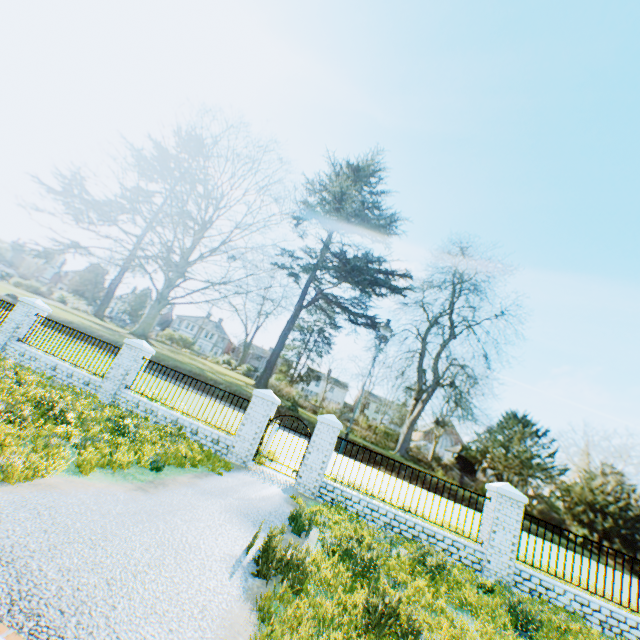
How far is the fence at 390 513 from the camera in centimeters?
890cm

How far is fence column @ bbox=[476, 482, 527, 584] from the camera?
8.7 meters

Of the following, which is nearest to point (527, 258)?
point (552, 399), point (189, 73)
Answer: point (552, 399)

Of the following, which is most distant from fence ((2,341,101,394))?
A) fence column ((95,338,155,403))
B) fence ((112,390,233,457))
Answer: fence ((112,390,233,457))

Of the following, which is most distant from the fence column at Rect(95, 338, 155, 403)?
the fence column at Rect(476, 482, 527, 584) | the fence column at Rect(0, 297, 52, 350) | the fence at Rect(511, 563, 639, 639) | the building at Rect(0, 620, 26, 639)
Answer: the fence at Rect(511, 563, 639, 639)

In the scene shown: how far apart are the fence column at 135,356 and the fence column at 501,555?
12.7m

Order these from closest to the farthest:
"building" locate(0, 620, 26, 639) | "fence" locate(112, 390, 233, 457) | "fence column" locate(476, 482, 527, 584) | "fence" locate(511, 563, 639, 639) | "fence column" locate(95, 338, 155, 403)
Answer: "building" locate(0, 620, 26, 639) < "fence" locate(511, 563, 639, 639) < "fence column" locate(476, 482, 527, 584) < "fence" locate(112, 390, 233, 457) < "fence column" locate(95, 338, 155, 403)

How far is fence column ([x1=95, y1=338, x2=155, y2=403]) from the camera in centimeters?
1167cm
